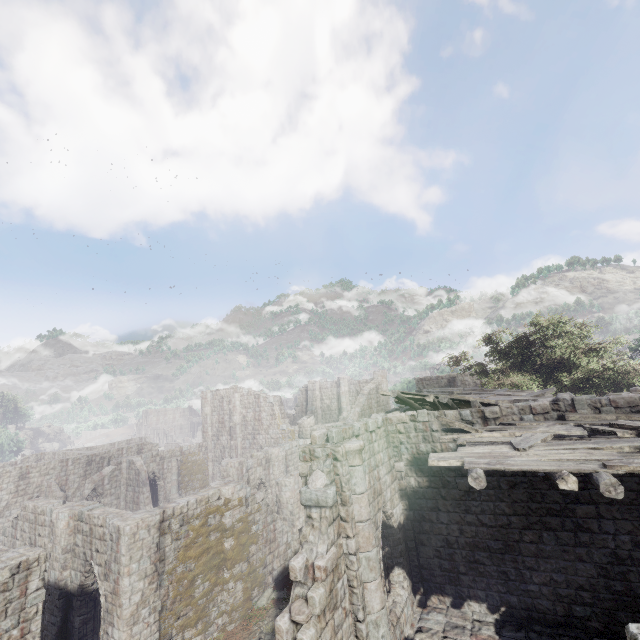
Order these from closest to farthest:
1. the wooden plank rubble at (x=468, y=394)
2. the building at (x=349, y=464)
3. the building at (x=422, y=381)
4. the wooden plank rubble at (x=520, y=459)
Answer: the wooden plank rubble at (x=520, y=459), the building at (x=349, y=464), the wooden plank rubble at (x=468, y=394), the building at (x=422, y=381)

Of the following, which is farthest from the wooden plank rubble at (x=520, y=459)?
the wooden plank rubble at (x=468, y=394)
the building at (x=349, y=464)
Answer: the wooden plank rubble at (x=468, y=394)

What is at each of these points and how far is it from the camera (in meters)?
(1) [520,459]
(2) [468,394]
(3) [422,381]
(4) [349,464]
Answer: (1) wooden plank rubble, 7.13
(2) wooden plank rubble, 18.58
(3) building, 31.05
(4) building, 8.52

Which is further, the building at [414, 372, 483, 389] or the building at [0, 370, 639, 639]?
the building at [414, 372, 483, 389]

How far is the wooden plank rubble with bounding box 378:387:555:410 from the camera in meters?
13.2

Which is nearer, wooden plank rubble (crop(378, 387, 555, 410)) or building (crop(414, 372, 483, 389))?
wooden plank rubble (crop(378, 387, 555, 410))

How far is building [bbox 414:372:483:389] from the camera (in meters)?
28.92

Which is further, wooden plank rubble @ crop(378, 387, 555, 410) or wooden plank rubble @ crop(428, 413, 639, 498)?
wooden plank rubble @ crop(378, 387, 555, 410)
